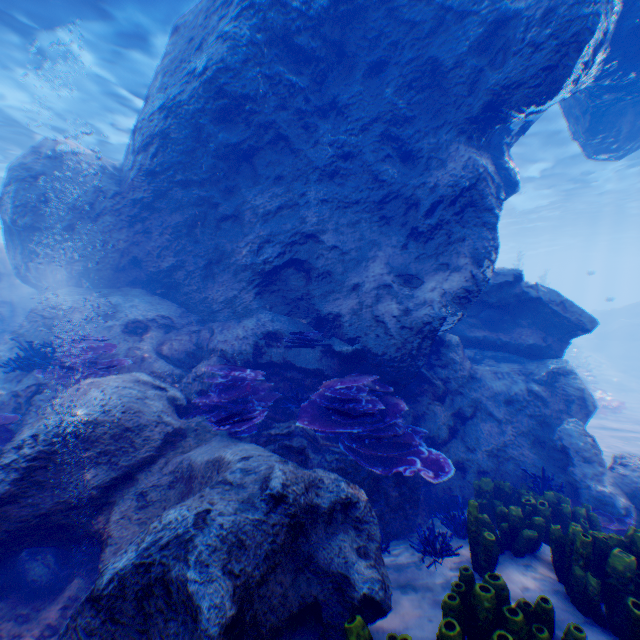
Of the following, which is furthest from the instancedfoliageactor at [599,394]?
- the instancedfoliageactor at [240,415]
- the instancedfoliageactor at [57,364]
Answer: the instancedfoliageactor at [57,364]

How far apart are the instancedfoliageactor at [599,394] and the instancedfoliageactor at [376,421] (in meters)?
19.91

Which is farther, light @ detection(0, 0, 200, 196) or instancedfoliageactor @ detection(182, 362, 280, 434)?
light @ detection(0, 0, 200, 196)

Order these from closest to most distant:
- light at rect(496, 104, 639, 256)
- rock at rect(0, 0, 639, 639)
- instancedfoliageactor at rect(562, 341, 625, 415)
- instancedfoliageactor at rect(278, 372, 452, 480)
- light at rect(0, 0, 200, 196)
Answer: rock at rect(0, 0, 639, 639), instancedfoliageactor at rect(278, 372, 452, 480), light at rect(0, 0, 200, 196), instancedfoliageactor at rect(562, 341, 625, 415), light at rect(496, 104, 639, 256)

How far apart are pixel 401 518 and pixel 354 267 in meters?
4.7 m

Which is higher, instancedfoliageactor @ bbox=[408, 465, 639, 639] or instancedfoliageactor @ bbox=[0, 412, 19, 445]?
instancedfoliageactor @ bbox=[0, 412, 19, 445]

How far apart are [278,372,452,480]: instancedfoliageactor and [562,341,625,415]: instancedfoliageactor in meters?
19.9

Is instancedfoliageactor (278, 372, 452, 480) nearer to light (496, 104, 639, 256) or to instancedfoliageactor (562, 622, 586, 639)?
instancedfoliageactor (562, 622, 586, 639)
